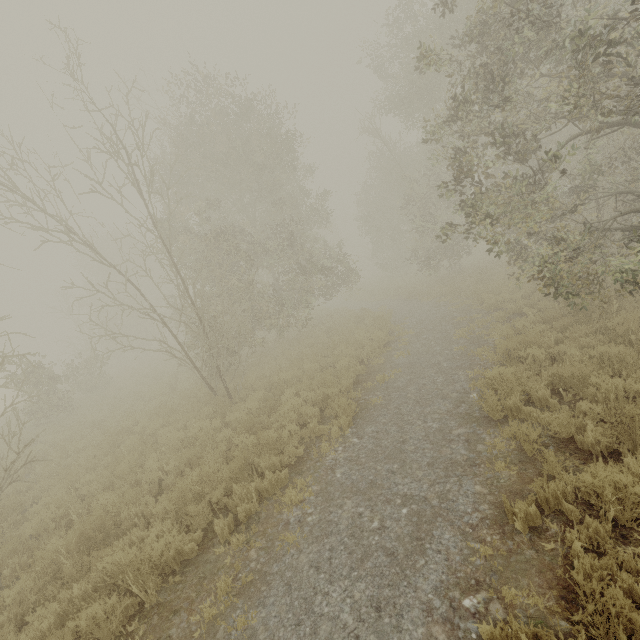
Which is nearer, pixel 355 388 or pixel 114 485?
Answer: pixel 114 485
